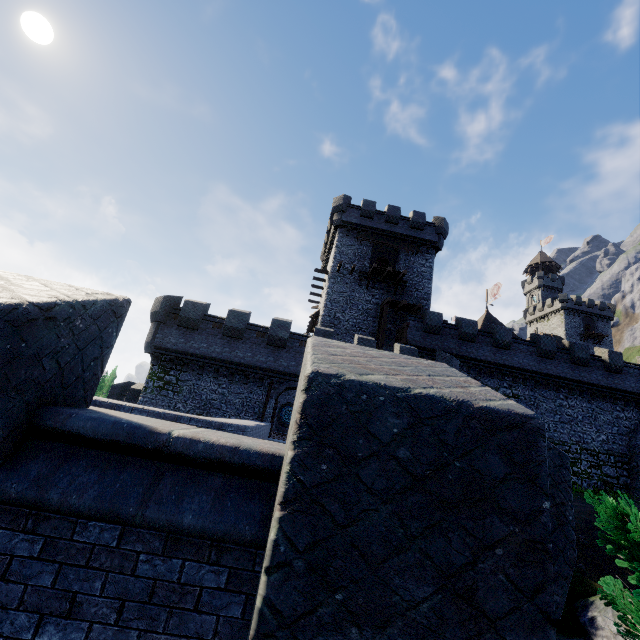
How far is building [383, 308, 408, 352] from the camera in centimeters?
2803cm

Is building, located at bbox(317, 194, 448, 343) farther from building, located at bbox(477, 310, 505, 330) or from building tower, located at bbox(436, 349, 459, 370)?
building, located at bbox(477, 310, 505, 330)

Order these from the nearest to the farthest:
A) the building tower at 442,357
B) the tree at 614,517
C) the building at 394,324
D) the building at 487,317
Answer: the tree at 614,517, the building tower at 442,357, the building at 394,324, the building at 487,317

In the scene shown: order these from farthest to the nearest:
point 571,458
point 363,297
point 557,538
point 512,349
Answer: point 363,297 → point 512,349 → point 571,458 → point 557,538

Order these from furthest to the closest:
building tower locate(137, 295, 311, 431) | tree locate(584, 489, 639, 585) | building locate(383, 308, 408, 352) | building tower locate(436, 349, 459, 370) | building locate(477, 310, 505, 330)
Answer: building locate(477, 310, 505, 330) → building locate(383, 308, 408, 352) → building tower locate(436, 349, 459, 370) → building tower locate(137, 295, 311, 431) → tree locate(584, 489, 639, 585)

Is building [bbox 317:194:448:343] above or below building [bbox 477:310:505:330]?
below

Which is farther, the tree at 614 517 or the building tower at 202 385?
the building tower at 202 385

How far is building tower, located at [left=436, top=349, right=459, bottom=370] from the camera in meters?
22.3
